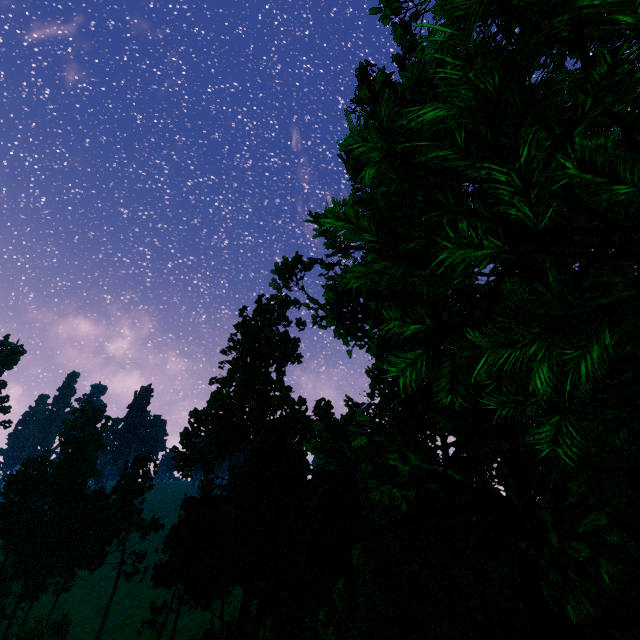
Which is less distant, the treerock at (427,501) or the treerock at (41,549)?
the treerock at (427,501)

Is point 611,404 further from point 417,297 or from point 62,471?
point 62,471

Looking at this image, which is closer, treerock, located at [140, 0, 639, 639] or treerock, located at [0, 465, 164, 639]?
treerock, located at [140, 0, 639, 639]
